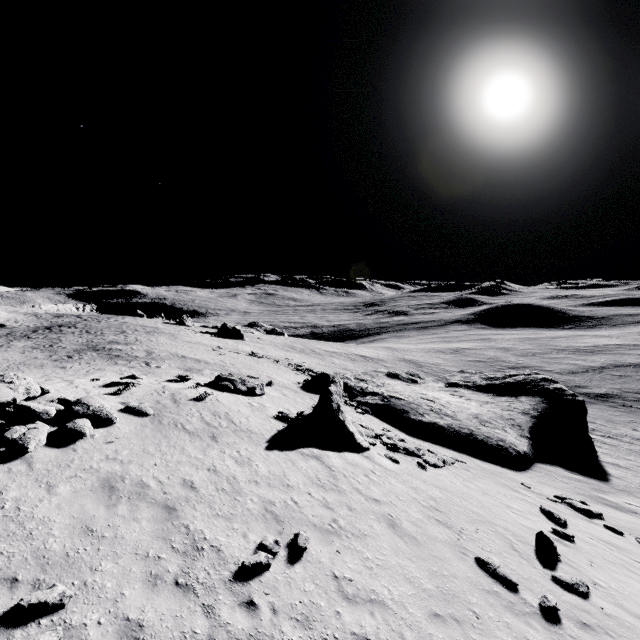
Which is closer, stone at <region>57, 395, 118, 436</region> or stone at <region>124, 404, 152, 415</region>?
stone at <region>57, 395, 118, 436</region>

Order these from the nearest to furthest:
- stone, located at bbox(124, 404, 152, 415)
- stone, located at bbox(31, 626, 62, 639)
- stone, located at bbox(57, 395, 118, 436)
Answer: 1. stone, located at bbox(31, 626, 62, 639)
2. stone, located at bbox(57, 395, 118, 436)
3. stone, located at bbox(124, 404, 152, 415)

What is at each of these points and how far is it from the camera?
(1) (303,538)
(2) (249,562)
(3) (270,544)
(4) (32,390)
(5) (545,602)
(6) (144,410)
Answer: (1) stone, 8.4m
(2) stone, 7.3m
(3) stone, 8.0m
(4) stone, 11.5m
(5) stone, 8.3m
(6) stone, 12.9m

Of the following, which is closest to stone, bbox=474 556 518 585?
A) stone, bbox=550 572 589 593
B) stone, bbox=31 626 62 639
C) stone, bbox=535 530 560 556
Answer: stone, bbox=550 572 589 593

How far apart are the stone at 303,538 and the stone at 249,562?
0.82m

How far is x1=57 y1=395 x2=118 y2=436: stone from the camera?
10.2 meters

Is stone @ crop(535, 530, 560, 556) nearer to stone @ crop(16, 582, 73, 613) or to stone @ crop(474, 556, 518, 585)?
stone @ crop(474, 556, 518, 585)

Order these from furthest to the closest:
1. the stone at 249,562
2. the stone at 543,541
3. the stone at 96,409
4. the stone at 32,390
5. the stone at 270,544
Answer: the stone at 543,541
the stone at 96,409
the stone at 32,390
the stone at 270,544
the stone at 249,562
